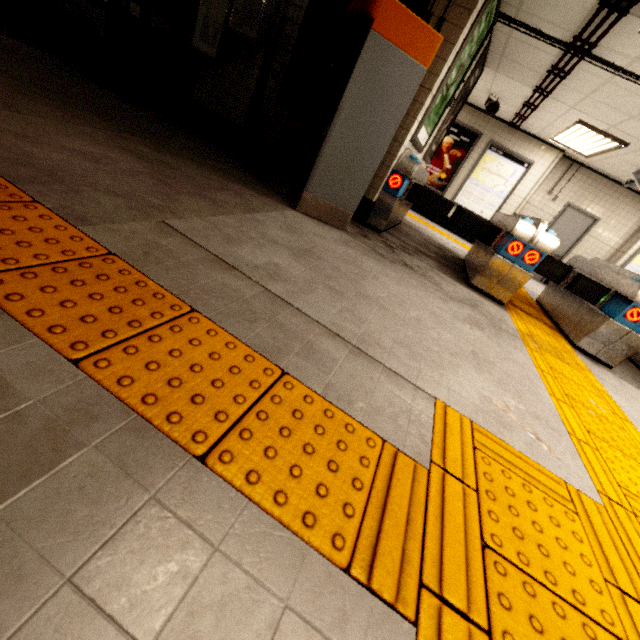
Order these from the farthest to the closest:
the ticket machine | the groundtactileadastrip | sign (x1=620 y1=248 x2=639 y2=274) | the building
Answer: sign (x1=620 y1=248 x2=639 y2=274) < the building < the ticket machine < the groundtactileadastrip

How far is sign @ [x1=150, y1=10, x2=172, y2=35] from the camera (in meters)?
4.33

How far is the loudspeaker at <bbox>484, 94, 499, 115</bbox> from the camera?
7.0 meters

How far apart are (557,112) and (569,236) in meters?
4.0

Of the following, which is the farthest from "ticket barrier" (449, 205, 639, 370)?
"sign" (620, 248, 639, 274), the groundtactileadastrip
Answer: "sign" (620, 248, 639, 274)

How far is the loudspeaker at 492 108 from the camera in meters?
7.0

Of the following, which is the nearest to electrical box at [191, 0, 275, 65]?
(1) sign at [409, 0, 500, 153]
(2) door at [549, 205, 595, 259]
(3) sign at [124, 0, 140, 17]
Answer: (3) sign at [124, 0, 140, 17]

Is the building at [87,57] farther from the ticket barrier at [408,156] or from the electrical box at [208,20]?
the ticket barrier at [408,156]
